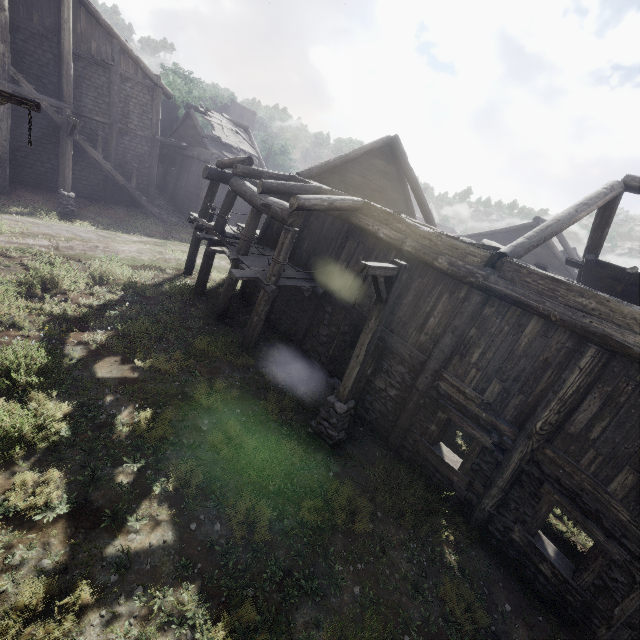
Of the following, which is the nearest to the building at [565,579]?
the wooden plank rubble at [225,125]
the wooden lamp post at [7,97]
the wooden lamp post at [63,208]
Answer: the wooden plank rubble at [225,125]

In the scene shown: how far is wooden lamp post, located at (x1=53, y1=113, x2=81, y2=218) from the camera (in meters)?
15.03

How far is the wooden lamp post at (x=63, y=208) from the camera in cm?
1503

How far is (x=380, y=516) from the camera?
6.7m

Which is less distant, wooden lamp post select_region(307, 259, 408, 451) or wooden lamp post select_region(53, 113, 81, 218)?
wooden lamp post select_region(307, 259, 408, 451)

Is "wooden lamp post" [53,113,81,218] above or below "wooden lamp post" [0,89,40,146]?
below

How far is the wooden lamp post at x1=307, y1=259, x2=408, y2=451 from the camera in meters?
6.2 m

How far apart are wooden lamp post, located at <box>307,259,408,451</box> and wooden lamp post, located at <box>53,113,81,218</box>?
15.9 meters
